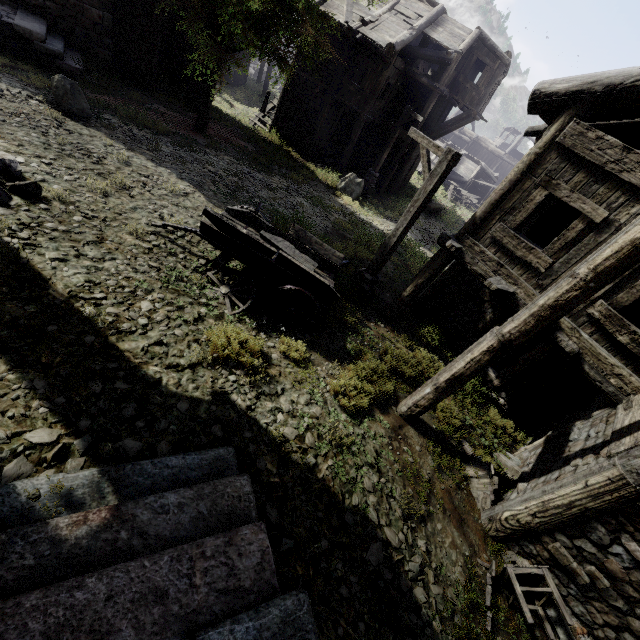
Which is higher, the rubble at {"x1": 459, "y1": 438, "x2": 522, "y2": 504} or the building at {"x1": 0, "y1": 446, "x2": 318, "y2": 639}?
the building at {"x1": 0, "y1": 446, "x2": 318, "y2": 639}

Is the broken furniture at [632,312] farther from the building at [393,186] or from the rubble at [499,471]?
the rubble at [499,471]

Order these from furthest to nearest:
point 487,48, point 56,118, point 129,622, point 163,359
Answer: point 487,48, point 56,118, point 163,359, point 129,622

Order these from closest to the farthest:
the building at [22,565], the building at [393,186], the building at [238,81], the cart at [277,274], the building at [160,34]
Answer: the building at [22,565], the cart at [277,274], the building at [160,34], the building at [393,186], the building at [238,81]

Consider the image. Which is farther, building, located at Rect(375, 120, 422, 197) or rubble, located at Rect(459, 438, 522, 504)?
building, located at Rect(375, 120, 422, 197)

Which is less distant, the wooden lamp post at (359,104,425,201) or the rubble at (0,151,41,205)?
the rubble at (0,151,41,205)

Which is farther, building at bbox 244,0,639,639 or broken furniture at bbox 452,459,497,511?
broken furniture at bbox 452,459,497,511
